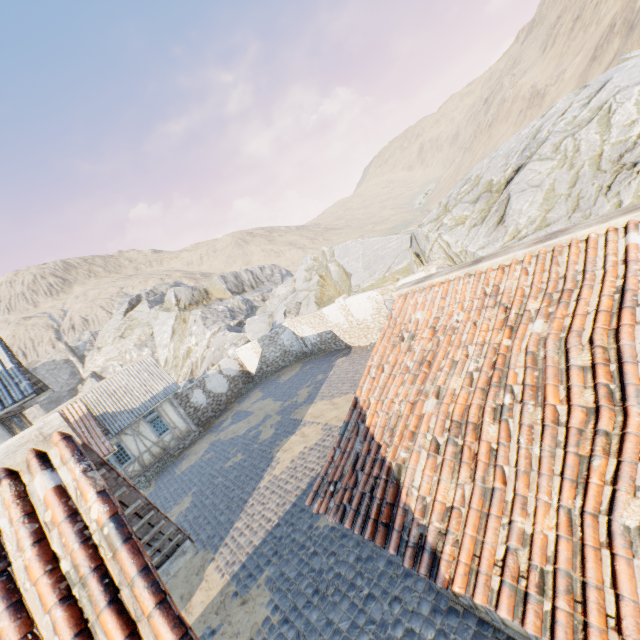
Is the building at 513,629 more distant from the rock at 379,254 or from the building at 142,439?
the building at 142,439

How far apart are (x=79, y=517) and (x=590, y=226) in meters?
5.9

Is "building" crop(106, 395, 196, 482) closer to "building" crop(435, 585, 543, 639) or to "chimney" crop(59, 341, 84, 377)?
"building" crop(435, 585, 543, 639)

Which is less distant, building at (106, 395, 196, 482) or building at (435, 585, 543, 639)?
building at (435, 585, 543, 639)

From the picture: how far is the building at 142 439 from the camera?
19.17m

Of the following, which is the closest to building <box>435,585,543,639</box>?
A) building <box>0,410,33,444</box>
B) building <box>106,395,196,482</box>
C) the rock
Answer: the rock

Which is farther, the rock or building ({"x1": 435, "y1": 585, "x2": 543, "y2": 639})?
the rock

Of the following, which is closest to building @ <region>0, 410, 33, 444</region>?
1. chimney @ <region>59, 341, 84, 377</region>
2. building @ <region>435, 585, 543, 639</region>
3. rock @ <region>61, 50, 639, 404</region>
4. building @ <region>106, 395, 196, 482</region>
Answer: building @ <region>106, 395, 196, 482</region>
